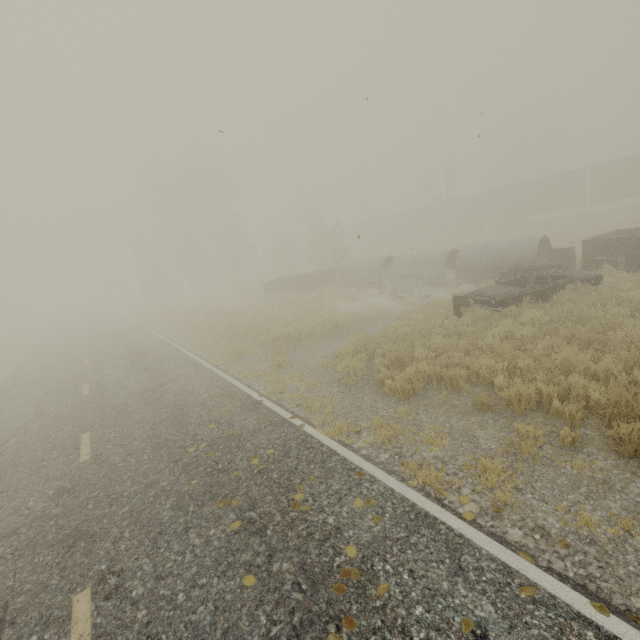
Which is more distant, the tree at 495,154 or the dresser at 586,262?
the tree at 495,154

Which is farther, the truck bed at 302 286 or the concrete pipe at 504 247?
the truck bed at 302 286

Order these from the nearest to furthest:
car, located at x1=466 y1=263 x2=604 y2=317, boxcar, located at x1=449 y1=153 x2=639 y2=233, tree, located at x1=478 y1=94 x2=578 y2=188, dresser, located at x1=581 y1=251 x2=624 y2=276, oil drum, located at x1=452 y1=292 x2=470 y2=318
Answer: car, located at x1=466 y1=263 x2=604 y2=317 < oil drum, located at x1=452 y1=292 x2=470 y2=318 < dresser, located at x1=581 y1=251 x2=624 y2=276 < boxcar, located at x1=449 y1=153 x2=639 y2=233 < tree, located at x1=478 y1=94 x2=578 y2=188

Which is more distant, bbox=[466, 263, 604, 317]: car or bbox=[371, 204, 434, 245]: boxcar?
bbox=[371, 204, 434, 245]: boxcar

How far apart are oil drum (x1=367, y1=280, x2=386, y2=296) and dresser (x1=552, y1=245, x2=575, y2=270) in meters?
7.7 m

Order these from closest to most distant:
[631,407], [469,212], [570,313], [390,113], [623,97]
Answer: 1. [631,407]
2. [570,313]
3. [623,97]
4. [390,113]
5. [469,212]

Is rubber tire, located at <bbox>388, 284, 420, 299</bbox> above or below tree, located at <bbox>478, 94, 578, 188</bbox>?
below

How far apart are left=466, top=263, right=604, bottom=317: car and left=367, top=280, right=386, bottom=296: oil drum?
5.3m
